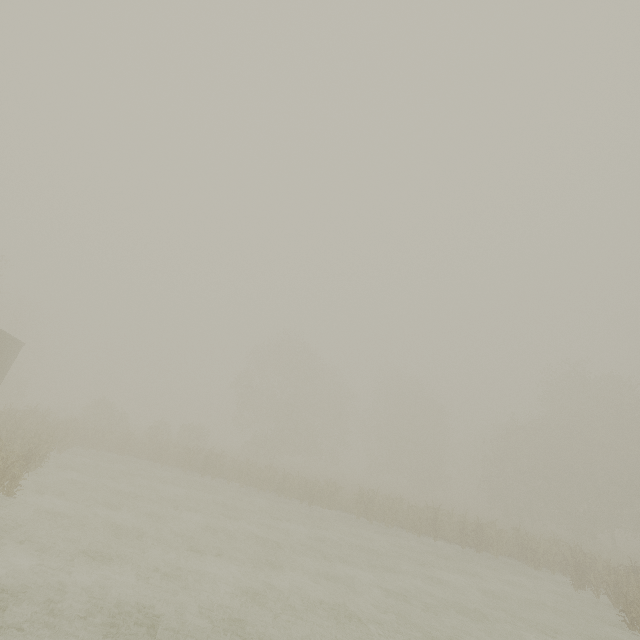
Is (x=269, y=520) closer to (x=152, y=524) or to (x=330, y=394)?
(x=152, y=524)
